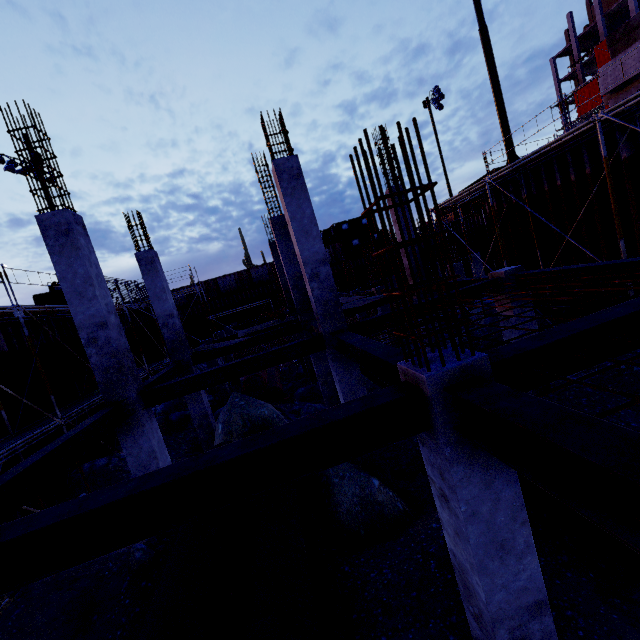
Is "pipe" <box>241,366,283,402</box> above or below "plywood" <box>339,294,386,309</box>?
below

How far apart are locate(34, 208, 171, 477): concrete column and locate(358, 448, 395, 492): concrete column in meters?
4.3 m

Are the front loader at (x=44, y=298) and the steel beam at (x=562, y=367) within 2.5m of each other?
no

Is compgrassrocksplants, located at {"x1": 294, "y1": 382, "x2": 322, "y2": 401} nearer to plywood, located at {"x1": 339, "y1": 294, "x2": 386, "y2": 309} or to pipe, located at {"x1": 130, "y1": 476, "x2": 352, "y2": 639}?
plywood, located at {"x1": 339, "y1": 294, "x2": 386, "y2": 309}

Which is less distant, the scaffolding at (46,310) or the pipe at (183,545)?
the pipe at (183,545)

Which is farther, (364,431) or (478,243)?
(478,243)

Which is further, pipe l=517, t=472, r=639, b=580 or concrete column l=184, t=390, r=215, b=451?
concrete column l=184, t=390, r=215, b=451

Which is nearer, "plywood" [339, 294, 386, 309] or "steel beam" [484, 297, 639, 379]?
"steel beam" [484, 297, 639, 379]
